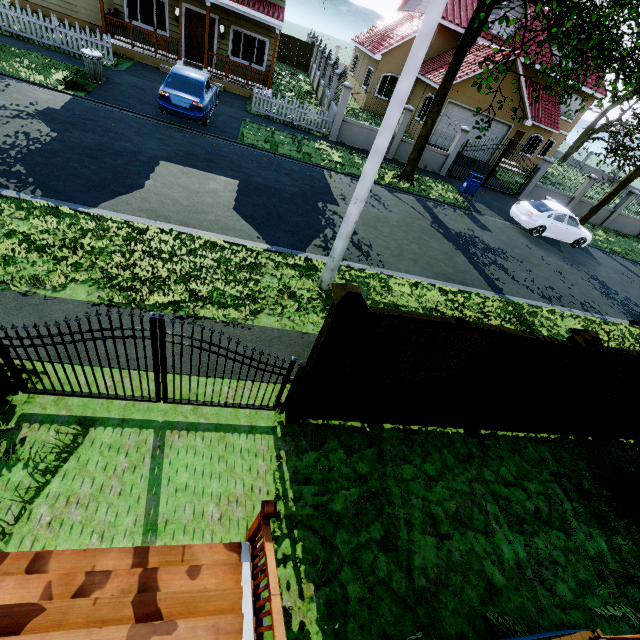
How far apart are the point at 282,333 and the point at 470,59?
23.8 meters

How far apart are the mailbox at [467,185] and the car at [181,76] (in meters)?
11.59

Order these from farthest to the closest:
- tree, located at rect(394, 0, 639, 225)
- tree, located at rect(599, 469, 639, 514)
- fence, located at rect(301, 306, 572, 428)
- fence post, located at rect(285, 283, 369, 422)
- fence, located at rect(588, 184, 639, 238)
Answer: fence, located at rect(588, 184, 639, 238)
tree, located at rect(394, 0, 639, 225)
tree, located at rect(599, 469, 639, 514)
fence, located at rect(301, 306, 572, 428)
fence post, located at rect(285, 283, 369, 422)

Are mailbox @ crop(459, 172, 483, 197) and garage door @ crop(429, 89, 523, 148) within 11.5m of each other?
yes

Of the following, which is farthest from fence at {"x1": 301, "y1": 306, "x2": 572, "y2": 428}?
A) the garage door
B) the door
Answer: the door

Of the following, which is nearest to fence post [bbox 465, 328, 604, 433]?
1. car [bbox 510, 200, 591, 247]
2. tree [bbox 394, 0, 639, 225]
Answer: tree [bbox 394, 0, 639, 225]

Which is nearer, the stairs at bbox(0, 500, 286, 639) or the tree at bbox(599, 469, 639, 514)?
the stairs at bbox(0, 500, 286, 639)

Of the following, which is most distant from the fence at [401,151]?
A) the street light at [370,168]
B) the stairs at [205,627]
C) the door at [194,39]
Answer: the door at [194,39]
